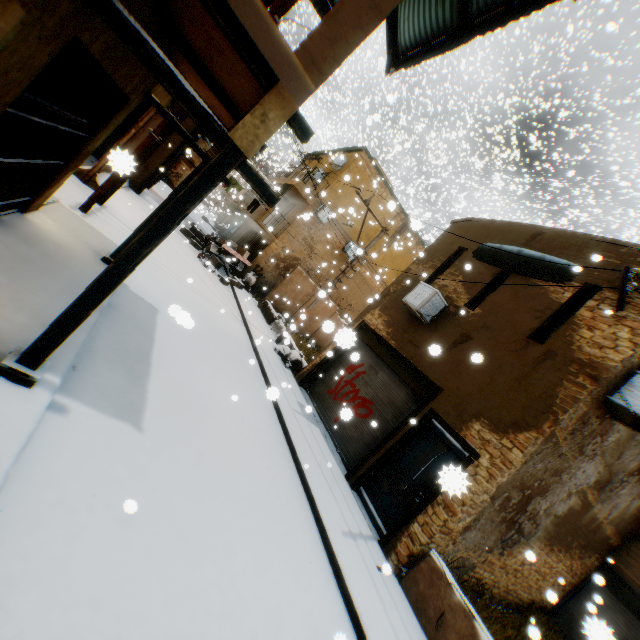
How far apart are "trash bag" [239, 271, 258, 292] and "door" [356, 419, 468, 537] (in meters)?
12.21

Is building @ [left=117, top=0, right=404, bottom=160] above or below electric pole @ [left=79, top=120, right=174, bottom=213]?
above

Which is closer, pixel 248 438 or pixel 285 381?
pixel 248 438

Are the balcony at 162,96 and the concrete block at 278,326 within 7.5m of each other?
yes

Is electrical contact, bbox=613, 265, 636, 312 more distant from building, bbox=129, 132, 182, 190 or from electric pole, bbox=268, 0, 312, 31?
electric pole, bbox=268, 0, 312, 31

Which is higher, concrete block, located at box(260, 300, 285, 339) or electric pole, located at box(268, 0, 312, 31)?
electric pole, located at box(268, 0, 312, 31)

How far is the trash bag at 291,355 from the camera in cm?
1236

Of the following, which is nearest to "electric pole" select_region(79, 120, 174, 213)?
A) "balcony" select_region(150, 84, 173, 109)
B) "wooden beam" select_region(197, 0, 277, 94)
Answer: "balcony" select_region(150, 84, 173, 109)
